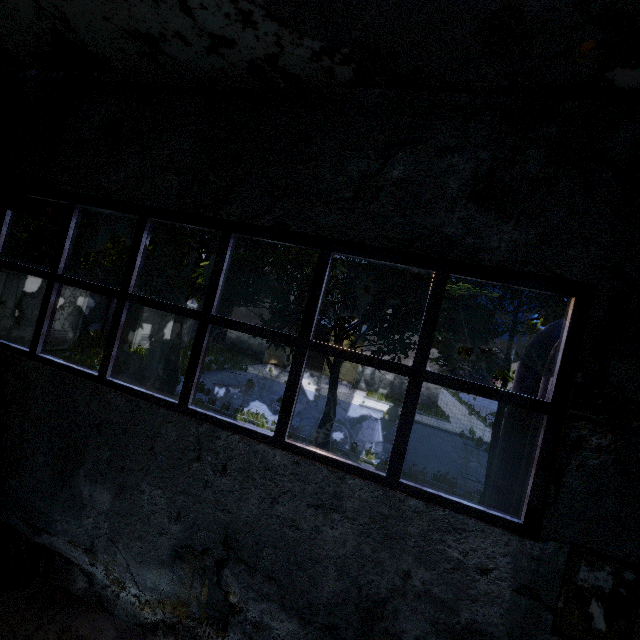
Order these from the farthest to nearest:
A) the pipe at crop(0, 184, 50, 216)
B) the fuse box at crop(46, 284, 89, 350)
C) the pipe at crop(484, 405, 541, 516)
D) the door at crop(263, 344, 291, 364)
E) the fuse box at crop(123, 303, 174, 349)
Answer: the door at crop(263, 344, 291, 364)
the fuse box at crop(123, 303, 174, 349)
the fuse box at crop(46, 284, 89, 350)
the pipe at crop(484, 405, 541, 516)
the pipe at crop(0, 184, 50, 216)

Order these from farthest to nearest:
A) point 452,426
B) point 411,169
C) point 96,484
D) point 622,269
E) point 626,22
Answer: point 452,426, point 96,484, point 411,169, point 622,269, point 626,22

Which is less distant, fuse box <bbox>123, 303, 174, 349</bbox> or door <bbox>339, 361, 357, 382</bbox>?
fuse box <bbox>123, 303, 174, 349</bbox>

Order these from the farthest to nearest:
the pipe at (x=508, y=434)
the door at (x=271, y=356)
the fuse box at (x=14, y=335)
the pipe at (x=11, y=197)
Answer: the door at (x=271, y=356), the fuse box at (x=14, y=335), the pipe at (x=508, y=434), the pipe at (x=11, y=197)

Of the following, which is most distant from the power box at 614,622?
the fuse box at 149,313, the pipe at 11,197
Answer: the fuse box at 149,313

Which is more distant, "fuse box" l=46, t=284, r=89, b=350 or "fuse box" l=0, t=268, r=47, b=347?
"fuse box" l=46, t=284, r=89, b=350

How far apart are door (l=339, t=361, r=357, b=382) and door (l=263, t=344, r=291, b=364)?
2.7 meters

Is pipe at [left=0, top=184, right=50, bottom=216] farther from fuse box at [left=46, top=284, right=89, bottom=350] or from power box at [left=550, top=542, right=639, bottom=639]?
fuse box at [left=46, top=284, right=89, bottom=350]
